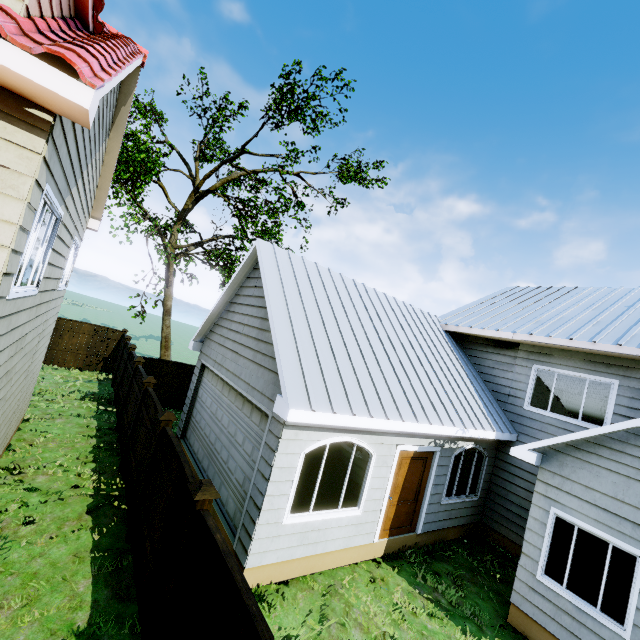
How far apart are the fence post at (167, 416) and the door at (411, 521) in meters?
4.8 m

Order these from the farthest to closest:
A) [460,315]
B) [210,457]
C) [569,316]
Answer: [460,315] < [569,316] < [210,457]

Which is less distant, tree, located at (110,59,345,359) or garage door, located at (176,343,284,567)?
garage door, located at (176,343,284,567)

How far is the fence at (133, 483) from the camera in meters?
6.7

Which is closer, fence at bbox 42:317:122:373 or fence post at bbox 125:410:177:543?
fence post at bbox 125:410:177:543

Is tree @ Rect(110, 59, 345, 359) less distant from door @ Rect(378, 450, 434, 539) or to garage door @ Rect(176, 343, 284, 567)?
garage door @ Rect(176, 343, 284, 567)

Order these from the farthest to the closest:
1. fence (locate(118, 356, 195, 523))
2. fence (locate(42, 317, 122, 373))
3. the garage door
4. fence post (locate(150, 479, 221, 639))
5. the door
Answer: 1. fence (locate(42, 317, 122, 373))
2. the door
3. fence (locate(118, 356, 195, 523))
4. the garage door
5. fence post (locate(150, 479, 221, 639))

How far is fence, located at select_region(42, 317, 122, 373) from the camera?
15.69m
